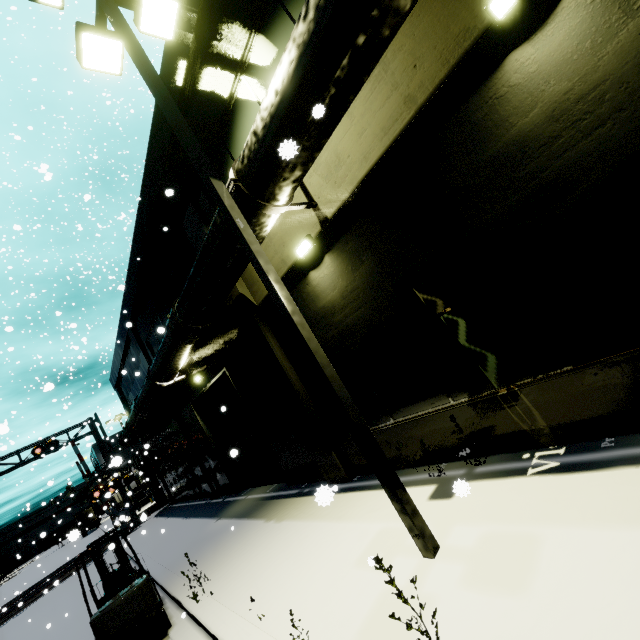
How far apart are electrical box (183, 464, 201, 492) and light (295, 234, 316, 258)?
16.1 meters

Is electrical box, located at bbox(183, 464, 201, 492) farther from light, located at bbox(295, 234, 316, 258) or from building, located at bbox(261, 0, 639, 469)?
light, located at bbox(295, 234, 316, 258)

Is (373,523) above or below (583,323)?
below

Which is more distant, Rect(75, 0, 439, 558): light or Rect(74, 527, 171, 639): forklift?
Rect(74, 527, 171, 639): forklift

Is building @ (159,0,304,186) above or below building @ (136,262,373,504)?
A: above

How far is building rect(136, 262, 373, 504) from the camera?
7.9 meters

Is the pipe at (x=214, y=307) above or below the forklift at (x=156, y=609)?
above

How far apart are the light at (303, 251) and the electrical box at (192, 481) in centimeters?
1609cm
